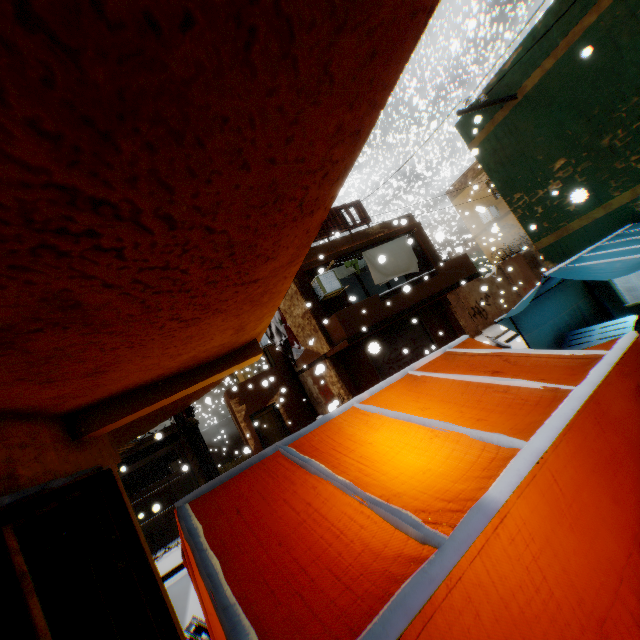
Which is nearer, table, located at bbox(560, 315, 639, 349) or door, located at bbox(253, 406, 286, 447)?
table, located at bbox(560, 315, 639, 349)

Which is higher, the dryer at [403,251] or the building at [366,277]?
the building at [366,277]

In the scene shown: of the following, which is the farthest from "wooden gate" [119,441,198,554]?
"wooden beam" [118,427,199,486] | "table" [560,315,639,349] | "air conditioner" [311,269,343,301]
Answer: "table" [560,315,639,349]

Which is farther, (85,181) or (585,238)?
(585,238)

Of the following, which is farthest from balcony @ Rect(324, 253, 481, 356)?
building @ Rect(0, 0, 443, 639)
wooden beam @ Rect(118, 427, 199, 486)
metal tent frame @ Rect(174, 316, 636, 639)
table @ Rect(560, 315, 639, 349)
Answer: table @ Rect(560, 315, 639, 349)

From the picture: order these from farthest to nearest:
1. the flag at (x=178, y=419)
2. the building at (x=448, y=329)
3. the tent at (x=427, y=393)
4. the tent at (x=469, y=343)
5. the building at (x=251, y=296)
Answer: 1. the building at (x=448, y=329)
2. the flag at (x=178, y=419)
3. the tent at (x=469, y=343)
4. the tent at (x=427, y=393)
5. the building at (x=251, y=296)

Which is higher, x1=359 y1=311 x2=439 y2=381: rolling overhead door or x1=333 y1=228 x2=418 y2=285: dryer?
x1=333 y1=228 x2=418 y2=285: dryer

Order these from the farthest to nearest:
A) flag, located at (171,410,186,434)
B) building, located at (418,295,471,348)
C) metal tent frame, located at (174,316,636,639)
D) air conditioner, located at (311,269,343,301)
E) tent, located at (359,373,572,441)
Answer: building, located at (418,295,471,348) → air conditioner, located at (311,269,343,301) → flag, located at (171,410,186,434) → tent, located at (359,373,572,441) → metal tent frame, located at (174,316,636,639)
